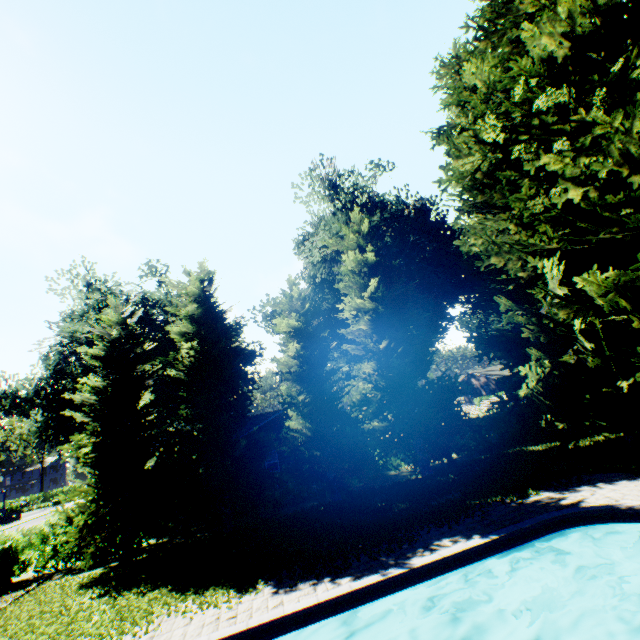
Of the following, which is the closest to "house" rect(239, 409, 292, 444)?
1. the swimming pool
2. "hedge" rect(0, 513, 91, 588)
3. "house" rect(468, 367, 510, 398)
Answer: "hedge" rect(0, 513, 91, 588)

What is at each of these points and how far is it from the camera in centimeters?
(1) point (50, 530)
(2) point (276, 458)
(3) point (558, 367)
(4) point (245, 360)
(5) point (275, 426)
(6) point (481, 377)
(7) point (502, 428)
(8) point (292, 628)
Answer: (1) hedge, 2511cm
(2) house, 3372cm
(3) plant, 1342cm
(4) plant, 4066cm
(5) house, 2520cm
(6) house, 5762cm
(7) hedge, 2100cm
(8) swimming pool, 733cm

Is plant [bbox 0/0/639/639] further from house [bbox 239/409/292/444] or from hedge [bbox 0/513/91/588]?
house [bbox 239/409/292/444]

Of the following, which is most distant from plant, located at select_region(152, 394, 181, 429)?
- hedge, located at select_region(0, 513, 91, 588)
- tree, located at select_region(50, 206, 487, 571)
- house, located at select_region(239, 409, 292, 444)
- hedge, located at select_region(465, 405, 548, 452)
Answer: house, located at select_region(239, 409, 292, 444)

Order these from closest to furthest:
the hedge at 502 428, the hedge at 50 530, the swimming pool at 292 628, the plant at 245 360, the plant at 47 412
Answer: the swimming pool at 292 628 → the hedge at 50 530 → the hedge at 502 428 → the plant at 47 412 → the plant at 245 360

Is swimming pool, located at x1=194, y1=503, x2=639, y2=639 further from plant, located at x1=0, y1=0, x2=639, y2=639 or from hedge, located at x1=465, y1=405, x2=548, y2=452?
hedge, located at x1=465, y1=405, x2=548, y2=452

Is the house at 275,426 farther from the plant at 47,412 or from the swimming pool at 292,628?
the swimming pool at 292,628

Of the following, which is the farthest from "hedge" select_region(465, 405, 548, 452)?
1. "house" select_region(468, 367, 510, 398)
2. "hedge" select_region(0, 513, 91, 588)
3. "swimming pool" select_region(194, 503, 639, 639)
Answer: "swimming pool" select_region(194, 503, 639, 639)
